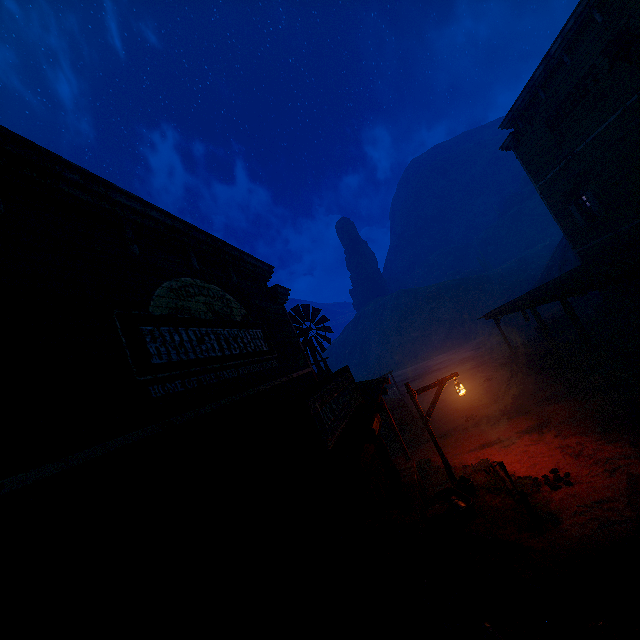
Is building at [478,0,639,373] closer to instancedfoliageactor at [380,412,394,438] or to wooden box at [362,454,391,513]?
wooden box at [362,454,391,513]

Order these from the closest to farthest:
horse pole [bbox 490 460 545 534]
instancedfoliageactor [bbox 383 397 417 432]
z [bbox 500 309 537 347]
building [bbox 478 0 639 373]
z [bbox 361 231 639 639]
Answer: z [bbox 361 231 639 639], horse pole [bbox 490 460 545 534], building [bbox 478 0 639 373], instancedfoliageactor [bbox 383 397 417 432], z [bbox 500 309 537 347]

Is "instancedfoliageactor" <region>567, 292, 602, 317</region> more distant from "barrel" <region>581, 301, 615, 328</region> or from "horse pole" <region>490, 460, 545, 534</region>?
"horse pole" <region>490, 460, 545, 534</region>

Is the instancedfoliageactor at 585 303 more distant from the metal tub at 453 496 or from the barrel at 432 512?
the barrel at 432 512

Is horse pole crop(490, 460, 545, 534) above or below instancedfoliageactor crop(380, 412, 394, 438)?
above

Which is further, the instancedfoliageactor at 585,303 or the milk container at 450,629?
the instancedfoliageactor at 585,303

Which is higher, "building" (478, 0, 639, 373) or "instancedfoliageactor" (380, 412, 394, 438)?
"building" (478, 0, 639, 373)

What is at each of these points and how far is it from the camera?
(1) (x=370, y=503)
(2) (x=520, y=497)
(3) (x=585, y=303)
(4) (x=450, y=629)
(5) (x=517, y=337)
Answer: (1) wooden box, 8.1m
(2) horse pole, 6.5m
(3) instancedfoliageactor, 23.0m
(4) milk container, 4.6m
(5) z, 30.0m
